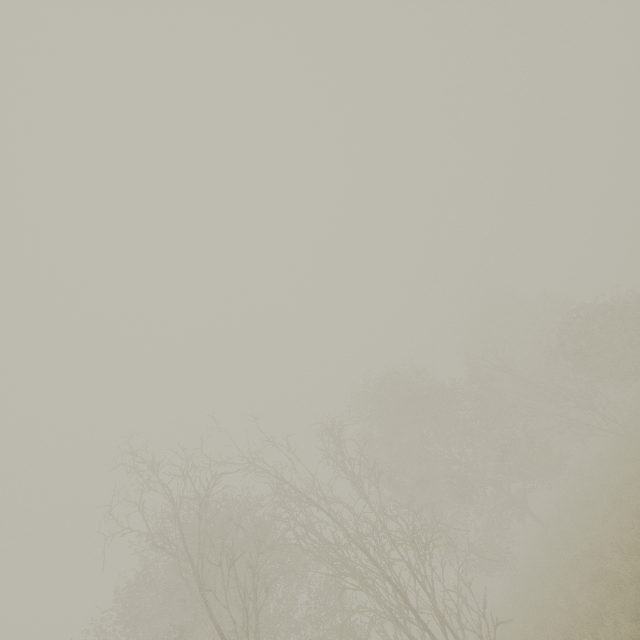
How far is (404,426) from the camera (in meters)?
25.75
